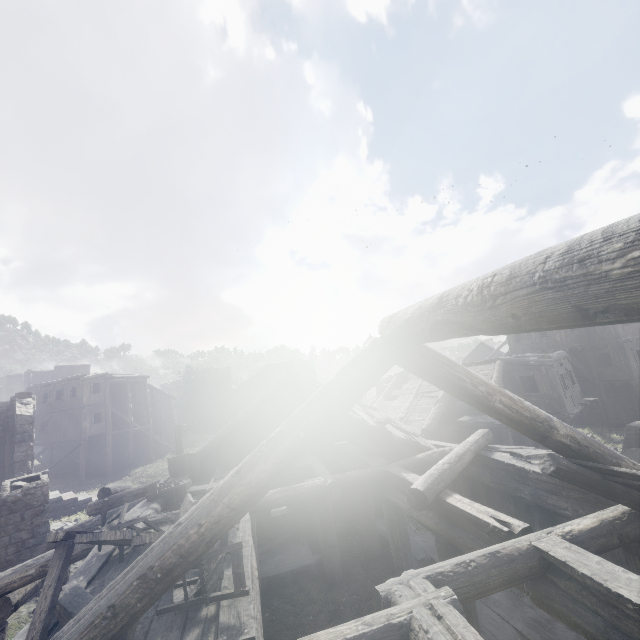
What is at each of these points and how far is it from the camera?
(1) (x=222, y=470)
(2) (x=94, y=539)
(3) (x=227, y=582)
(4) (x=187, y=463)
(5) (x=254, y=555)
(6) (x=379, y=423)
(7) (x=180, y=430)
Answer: (1) broken furniture, 10.8m
(2) broken furniture, 3.9m
(3) building, 4.3m
(4) broken furniture, 10.8m
(5) building, 5.9m
(6) wooden plank rubble, 9.4m
(7) wooden lamp post, 15.8m

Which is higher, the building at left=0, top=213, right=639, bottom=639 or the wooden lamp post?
the wooden lamp post

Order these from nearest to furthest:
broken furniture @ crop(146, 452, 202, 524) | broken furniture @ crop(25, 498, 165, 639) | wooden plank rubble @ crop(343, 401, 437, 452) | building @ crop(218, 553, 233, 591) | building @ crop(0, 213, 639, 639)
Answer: building @ crop(0, 213, 639, 639), broken furniture @ crop(25, 498, 165, 639), building @ crop(218, 553, 233, 591), broken furniture @ crop(146, 452, 202, 524), wooden plank rubble @ crop(343, 401, 437, 452)

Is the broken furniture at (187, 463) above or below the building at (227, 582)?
above

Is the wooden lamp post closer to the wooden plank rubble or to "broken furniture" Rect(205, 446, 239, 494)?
"broken furniture" Rect(205, 446, 239, 494)

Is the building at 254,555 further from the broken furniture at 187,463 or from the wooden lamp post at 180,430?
the wooden lamp post at 180,430

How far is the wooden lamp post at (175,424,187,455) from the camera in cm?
1560

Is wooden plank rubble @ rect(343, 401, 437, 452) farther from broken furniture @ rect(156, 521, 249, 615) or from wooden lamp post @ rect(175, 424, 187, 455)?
wooden lamp post @ rect(175, 424, 187, 455)
